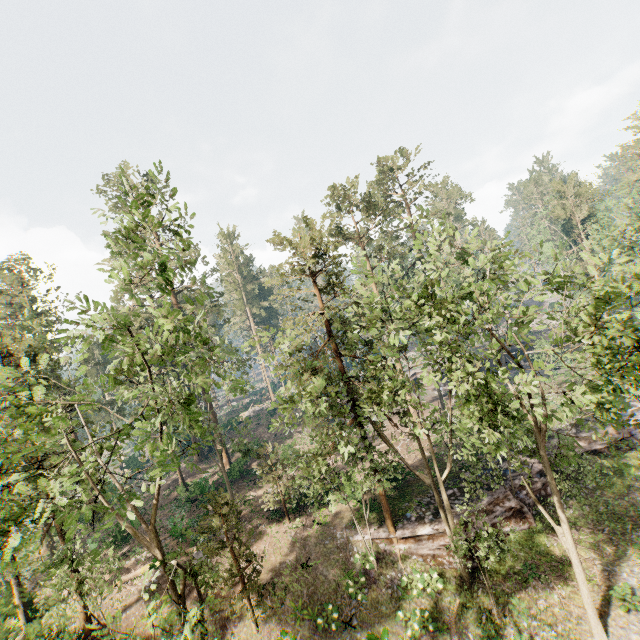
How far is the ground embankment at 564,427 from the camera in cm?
2771

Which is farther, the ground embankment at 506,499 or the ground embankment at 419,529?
the ground embankment at 506,499

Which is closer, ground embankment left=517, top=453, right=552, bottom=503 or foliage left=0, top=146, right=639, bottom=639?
foliage left=0, top=146, right=639, bottom=639

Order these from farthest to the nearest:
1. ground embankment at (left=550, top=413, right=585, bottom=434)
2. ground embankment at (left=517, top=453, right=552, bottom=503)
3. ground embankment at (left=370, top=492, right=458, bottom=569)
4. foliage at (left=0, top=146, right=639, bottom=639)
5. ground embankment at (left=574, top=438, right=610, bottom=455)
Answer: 1. ground embankment at (left=550, top=413, right=585, bottom=434)
2. ground embankment at (left=574, top=438, right=610, bottom=455)
3. ground embankment at (left=517, top=453, right=552, bottom=503)
4. ground embankment at (left=370, top=492, right=458, bottom=569)
5. foliage at (left=0, top=146, right=639, bottom=639)

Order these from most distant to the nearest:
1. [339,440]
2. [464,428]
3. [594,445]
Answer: [594,445]
[339,440]
[464,428]

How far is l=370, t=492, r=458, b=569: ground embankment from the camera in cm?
1970
